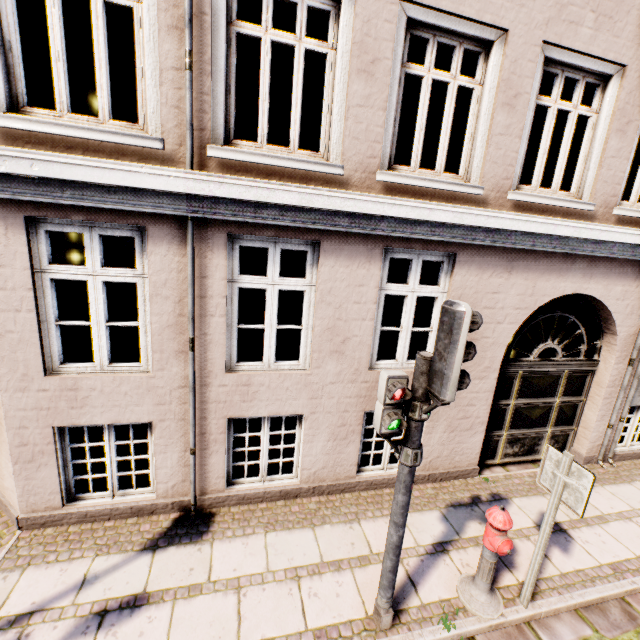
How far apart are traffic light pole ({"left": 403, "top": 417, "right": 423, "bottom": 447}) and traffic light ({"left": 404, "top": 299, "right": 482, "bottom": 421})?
0.05m

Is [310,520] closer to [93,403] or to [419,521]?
[419,521]

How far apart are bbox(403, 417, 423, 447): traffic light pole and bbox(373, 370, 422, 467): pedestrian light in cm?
2

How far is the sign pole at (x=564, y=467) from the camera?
3.17m

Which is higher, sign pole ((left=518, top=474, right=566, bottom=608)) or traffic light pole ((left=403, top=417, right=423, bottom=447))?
traffic light pole ((left=403, top=417, right=423, bottom=447))

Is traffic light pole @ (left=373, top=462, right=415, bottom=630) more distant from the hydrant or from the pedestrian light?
the hydrant

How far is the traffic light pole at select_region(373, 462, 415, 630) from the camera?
2.9m

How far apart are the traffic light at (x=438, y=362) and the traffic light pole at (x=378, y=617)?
0.5m
